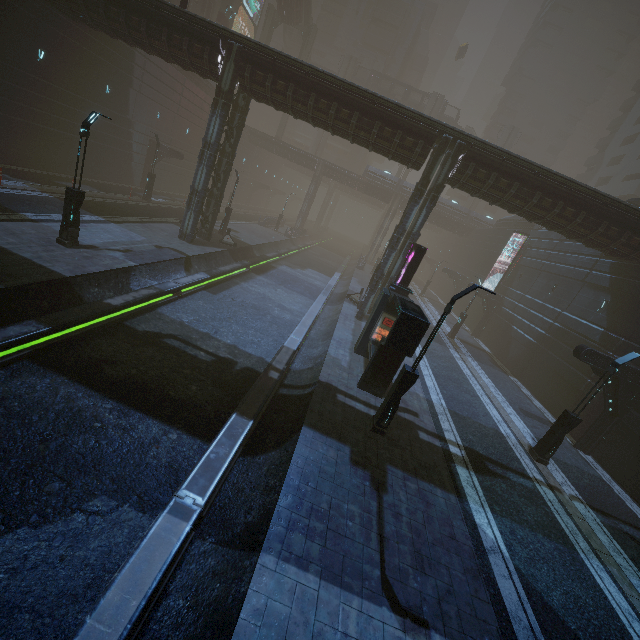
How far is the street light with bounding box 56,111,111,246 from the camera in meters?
12.5 m

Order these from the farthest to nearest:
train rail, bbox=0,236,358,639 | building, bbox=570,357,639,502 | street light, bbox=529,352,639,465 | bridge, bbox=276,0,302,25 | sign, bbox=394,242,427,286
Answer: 1. bridge, bbox=276,0,302,25
2. sign, bbox=394,242,427,286
3. building, bbox=570,357,639,502
4. street light, bbox=529,352,639,465
5. train rail, bbox=0,236,358,639

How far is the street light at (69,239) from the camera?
12.5 meters

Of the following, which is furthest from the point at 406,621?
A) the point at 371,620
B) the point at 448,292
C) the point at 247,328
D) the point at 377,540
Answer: the point at 448,292

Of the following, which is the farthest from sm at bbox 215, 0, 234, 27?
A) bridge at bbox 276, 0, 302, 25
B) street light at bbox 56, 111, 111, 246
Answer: street light at bbox 56, 111, 111, 246

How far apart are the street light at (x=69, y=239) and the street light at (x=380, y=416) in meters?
14.3

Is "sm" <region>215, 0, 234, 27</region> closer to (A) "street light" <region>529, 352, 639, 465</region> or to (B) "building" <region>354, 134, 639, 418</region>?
(B) "building" <region>354, 134, 639, 418</region>

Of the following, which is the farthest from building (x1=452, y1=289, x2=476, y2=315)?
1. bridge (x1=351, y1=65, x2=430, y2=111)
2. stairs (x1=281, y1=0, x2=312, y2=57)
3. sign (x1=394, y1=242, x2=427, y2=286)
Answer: stairs (x1=281, y1=0, x2=312, y2=57)
